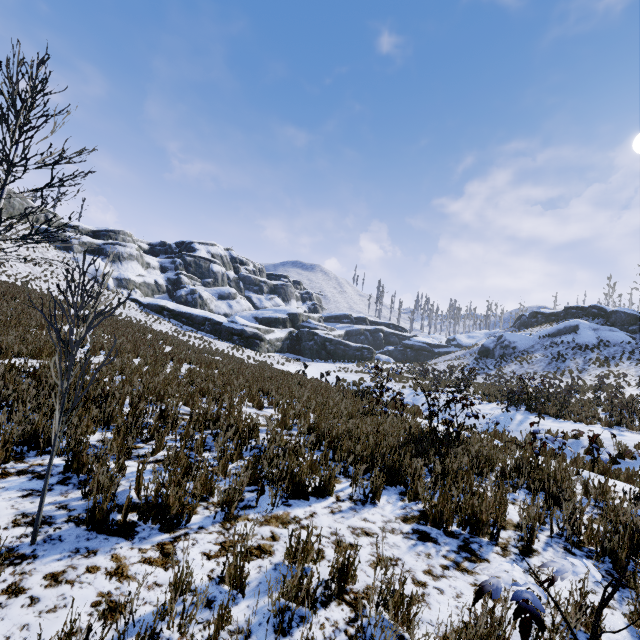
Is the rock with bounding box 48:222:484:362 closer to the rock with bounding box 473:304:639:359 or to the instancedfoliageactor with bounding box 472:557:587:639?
the rock with bounding box 473:304:639:359

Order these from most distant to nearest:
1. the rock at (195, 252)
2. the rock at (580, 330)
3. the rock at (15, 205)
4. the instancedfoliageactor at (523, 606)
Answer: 1. the rock at (195, 252)
2. the rock at (15, 205)
3. the rock at (580, 330)
4. the instancedfoliageactor at (523, 606)

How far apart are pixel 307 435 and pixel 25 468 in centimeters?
409cm

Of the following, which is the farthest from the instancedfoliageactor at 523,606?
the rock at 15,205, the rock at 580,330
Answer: the rock at 580,330

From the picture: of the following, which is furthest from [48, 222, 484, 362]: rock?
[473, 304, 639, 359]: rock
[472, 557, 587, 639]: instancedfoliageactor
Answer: [472, 557, 587, 639]: instancedfoliageactor

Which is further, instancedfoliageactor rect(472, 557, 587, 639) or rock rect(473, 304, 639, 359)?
rock rect(473, 304, 639, 359)

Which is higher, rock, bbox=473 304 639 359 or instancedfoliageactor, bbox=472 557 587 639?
rock, bbox=473 304 639 359
